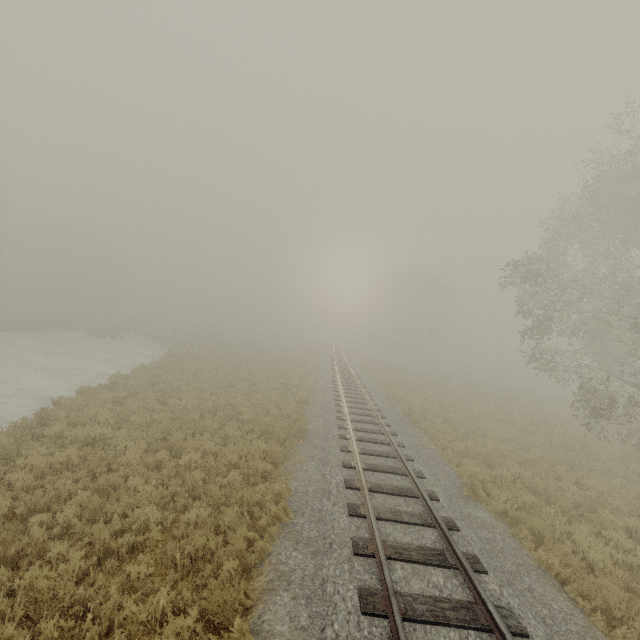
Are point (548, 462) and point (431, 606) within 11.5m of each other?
yes
